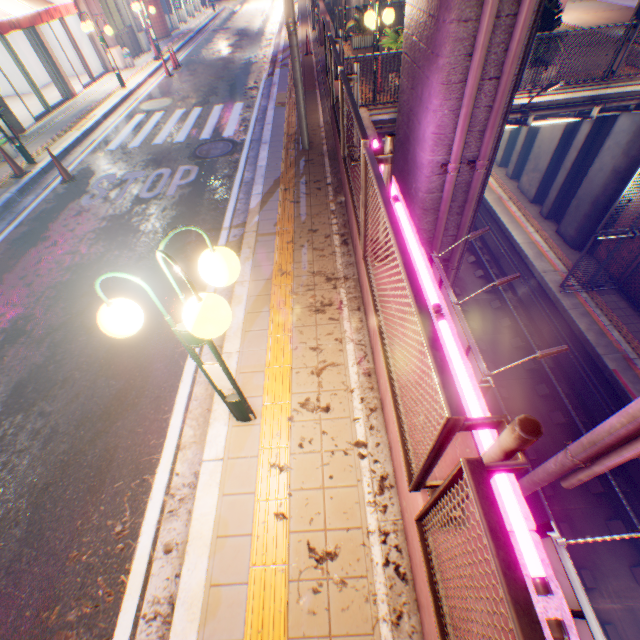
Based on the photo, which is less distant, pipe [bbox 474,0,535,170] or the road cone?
pipe [bbox 474,0,535,170]

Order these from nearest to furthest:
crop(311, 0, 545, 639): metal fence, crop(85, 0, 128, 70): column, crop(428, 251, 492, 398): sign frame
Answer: crop(311, 0, 545, 639): metal fence < crop(428, 251, 492, 398): sign frame < crop(85, 0, 128, 70): column

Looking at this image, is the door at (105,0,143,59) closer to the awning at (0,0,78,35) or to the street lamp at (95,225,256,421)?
the awning at (0,0,78,35)

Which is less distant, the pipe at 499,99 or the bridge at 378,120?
the pipe at 499,99

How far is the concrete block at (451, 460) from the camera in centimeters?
219cm

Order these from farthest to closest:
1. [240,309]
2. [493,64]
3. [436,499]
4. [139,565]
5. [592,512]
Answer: [592,512], [493,64], [240,309], [139,565], [436,499]

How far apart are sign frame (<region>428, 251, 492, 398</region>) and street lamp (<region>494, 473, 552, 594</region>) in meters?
1.1

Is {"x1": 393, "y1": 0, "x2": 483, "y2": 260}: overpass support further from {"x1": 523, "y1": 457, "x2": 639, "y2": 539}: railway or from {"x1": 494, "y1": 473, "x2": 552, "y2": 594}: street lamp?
{"x1": 494, "y1": 473, "x2": 552, "y2": 594}: street lamp
